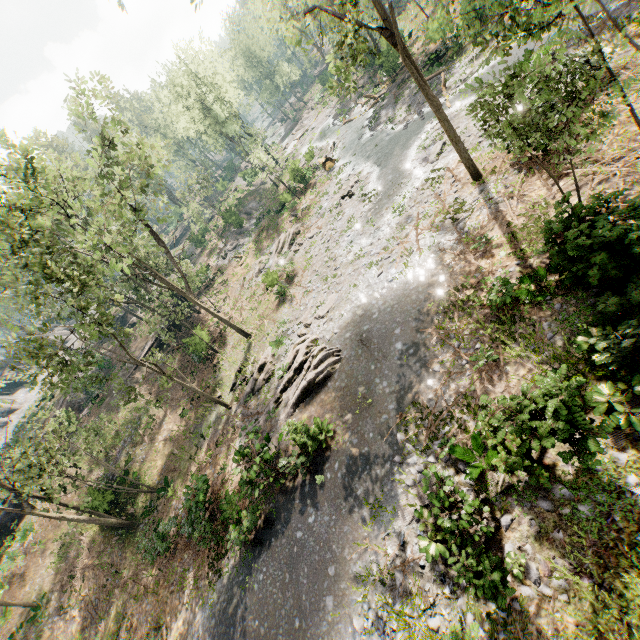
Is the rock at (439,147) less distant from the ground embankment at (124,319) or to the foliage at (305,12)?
the foliage at (305,12)

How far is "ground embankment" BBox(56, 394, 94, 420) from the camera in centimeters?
3293cm

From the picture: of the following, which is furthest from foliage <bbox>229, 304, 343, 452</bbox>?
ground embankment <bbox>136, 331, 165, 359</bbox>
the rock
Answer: the rock

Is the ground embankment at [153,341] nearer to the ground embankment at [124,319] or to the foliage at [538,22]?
the foliage at [538,22]

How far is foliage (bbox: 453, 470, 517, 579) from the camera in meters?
8.0

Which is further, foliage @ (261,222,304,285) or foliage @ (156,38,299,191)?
foliage @ (156,38,299,191)

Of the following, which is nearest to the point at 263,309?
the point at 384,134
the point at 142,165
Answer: the point at 142,165

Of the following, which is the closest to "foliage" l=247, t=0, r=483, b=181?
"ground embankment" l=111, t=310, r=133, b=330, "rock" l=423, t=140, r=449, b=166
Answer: "ground embankment" l=111, t=310, r=133, b=330
